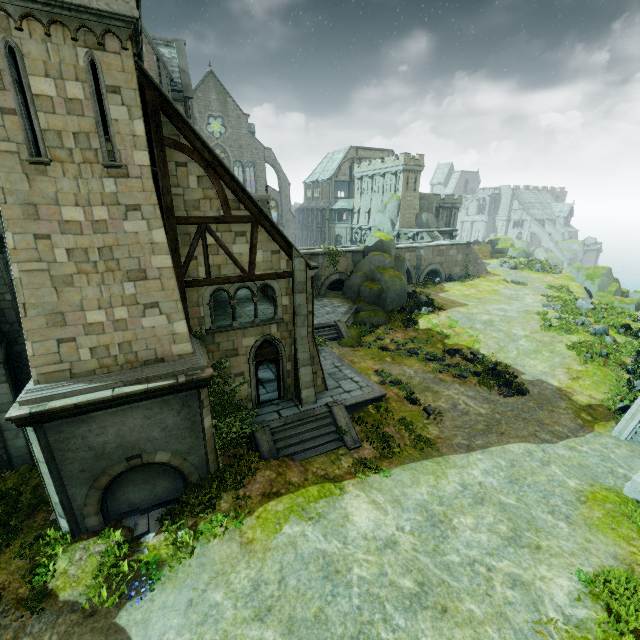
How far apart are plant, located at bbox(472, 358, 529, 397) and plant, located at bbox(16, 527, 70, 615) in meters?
22.0 m

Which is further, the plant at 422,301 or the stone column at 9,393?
the plant at 422,301

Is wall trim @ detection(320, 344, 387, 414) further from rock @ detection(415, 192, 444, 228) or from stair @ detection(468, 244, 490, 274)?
rock @ detection(415, 192, 444, 228)

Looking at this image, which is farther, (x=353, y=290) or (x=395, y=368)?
(x=353, y=290)

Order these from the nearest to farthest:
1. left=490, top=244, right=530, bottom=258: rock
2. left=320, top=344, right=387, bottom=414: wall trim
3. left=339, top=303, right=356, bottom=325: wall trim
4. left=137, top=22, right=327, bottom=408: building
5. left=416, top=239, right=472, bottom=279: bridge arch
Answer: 1. left=137, top=22, right=327, bottom=408: building
2. left=320, top=344, right=387, bottom=414: wall trim
3. left=339, top=303, right=356, bottom=325: wall trim
4. left=416, top=239, right=472, bottom=279: bridge arch
5. left=490, top=244, right=530, bottom=258: rock

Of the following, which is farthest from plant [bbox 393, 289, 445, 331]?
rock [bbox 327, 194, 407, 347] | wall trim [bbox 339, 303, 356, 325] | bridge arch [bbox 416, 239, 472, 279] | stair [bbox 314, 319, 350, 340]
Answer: bridge arch [bbox 416, 239, 472, 279]

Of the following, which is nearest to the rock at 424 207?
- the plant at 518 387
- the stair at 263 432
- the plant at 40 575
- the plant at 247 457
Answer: the plant at 518 387

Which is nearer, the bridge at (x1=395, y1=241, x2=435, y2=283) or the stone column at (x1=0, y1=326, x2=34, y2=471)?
the stone column at (x1=0, y1=326, x2=34, y2=471)
